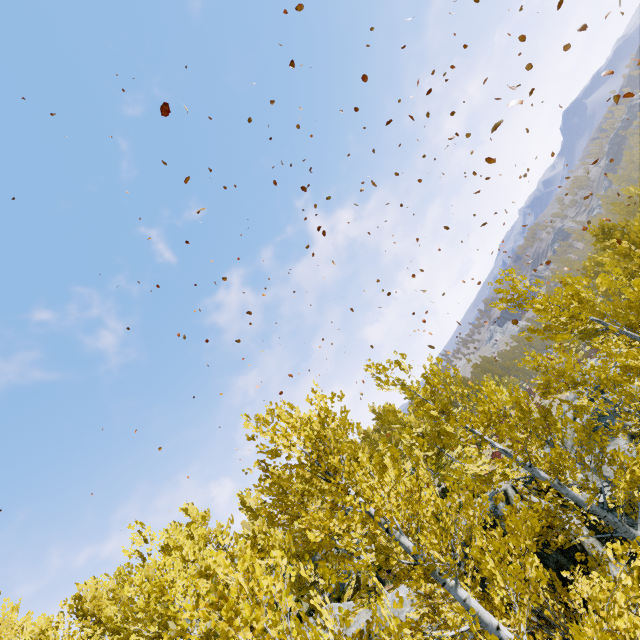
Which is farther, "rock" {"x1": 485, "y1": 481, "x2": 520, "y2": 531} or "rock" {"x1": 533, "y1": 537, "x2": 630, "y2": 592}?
"rock" {"x1": 485, "y1": 481, "x2": 520, "y2": 531}

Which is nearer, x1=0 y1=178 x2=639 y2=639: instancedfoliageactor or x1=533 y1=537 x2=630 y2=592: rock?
x1=0 y1=178 x2=639 y2=639: instancedfoliageactor

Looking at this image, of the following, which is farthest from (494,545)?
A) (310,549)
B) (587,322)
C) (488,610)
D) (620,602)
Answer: (587,322)

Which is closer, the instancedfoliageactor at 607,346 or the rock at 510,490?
the instancedfoliageactor at 607,346

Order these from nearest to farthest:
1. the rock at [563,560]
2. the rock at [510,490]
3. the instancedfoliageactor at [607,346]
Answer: the instancedfoliageactor at [607,346] → the rock at [563,560] → the rock at [510,490]

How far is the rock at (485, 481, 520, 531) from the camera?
8.9m

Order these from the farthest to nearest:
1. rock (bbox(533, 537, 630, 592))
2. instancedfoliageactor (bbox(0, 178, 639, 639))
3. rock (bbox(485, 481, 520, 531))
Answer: rock (bbox(485, 481, 520, 531))
rock (bbox(533, 537, 630, 592))
instancedfoliageactor (bbox(0, 178, 639, 639))
